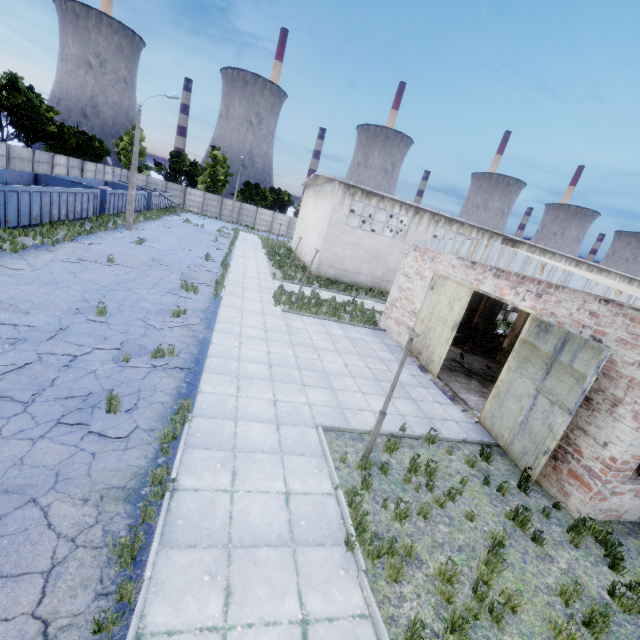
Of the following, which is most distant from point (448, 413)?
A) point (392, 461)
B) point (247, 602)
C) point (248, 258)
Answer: point (248, 258)

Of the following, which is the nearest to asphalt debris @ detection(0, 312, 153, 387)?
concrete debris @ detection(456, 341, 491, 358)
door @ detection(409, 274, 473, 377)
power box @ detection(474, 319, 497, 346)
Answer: door @ detection(409, 274, 473, 377)

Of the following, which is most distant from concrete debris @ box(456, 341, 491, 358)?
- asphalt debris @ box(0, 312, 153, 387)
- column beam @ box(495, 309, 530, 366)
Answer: asphalt debris @ box(0, 312, 153, 387)

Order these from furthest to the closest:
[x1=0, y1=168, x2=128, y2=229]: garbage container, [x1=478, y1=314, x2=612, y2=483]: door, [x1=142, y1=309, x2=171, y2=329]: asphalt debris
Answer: [x1=0, y1=168, x2=128, y2=229]: garbage container, [x1=142, y1=309, x2=171, y2=329]: asphalt debris, [x1=478, y1=314, x2=612, y2=483]: door

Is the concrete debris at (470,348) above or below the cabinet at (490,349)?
below

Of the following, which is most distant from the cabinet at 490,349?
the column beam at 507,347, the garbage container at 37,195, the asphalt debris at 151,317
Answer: the garbage container at 37,195

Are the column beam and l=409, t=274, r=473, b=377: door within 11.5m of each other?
yes

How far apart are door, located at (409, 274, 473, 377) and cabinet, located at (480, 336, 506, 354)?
6.01m
